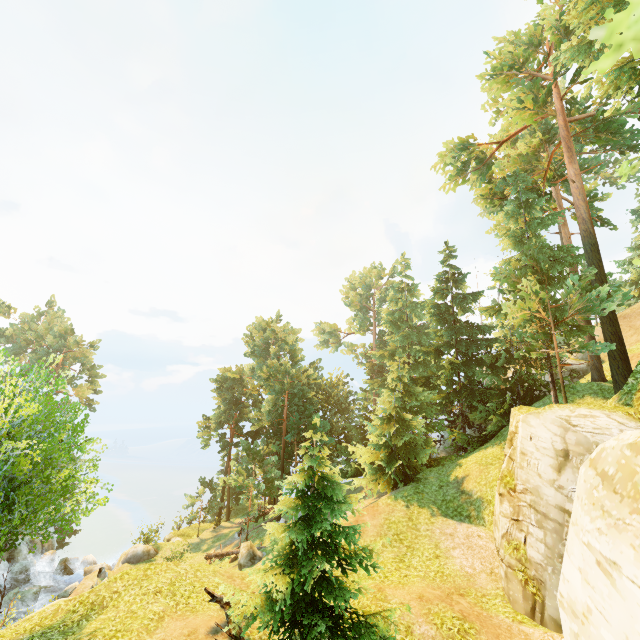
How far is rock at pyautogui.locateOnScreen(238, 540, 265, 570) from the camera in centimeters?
2023cm

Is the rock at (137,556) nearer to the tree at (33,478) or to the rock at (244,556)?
the tree at (33,478)

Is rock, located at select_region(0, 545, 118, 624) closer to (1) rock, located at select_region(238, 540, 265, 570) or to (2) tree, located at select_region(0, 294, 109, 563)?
(2) tree, located at select_region(0, 294, 109, 563)

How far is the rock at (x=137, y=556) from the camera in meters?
25.2 m

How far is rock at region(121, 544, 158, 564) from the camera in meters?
25.2

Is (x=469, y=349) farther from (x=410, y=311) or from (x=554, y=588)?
(x=554, y=588)

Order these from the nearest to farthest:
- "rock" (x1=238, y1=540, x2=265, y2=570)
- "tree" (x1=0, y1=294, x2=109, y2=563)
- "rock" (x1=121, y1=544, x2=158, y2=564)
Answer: "tree" (x1=0, y1=294, x2=109, y2=563) < "rock" (x1=238, y1=540, x2=265, y2=570) < "rock" (x1=121, y1=544, x2=158, y2=564)

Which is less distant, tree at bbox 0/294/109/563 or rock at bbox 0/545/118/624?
tree at bbox 0/294/109/563
